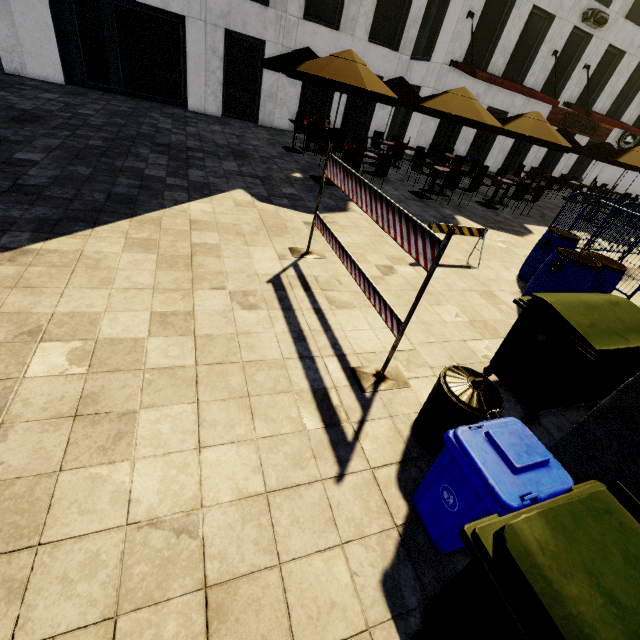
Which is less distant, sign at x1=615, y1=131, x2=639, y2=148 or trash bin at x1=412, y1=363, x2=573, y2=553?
trash bin at x1=412, y1=363, x2=573, y2=553

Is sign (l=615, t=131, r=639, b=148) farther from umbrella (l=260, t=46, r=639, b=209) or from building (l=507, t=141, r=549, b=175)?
umbrella (l=260, t=46, r=639, b=209)

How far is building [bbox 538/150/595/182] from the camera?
20.95m

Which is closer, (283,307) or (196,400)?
(196,400)

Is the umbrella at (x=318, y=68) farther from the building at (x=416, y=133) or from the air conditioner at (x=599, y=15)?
the air conditioner at (x=599, y=15)

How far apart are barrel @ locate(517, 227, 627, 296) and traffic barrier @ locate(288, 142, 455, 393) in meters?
3.2 m

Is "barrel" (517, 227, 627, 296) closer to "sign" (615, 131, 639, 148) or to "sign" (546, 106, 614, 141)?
"sign" (546, 106, 614, 141)

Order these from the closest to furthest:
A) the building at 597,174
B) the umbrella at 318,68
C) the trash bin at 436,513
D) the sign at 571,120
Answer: the trash bin at 436,513, the umbrella at 318,68, the sign at 571,120, the building at 597,174
